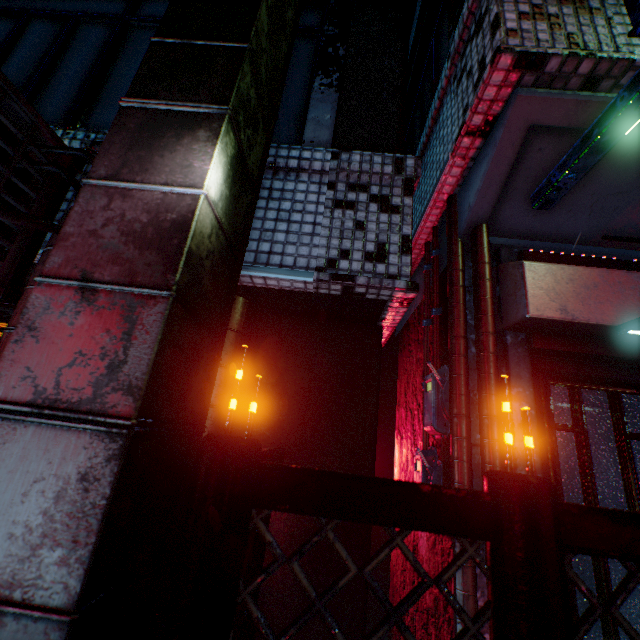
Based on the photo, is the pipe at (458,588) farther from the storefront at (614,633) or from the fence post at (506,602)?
the fence post at (506,602)

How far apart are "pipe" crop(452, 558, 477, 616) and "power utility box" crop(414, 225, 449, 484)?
0.1 meters

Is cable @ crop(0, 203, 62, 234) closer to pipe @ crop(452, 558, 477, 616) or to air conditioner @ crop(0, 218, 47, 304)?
air conditioner @ crop(0, 218, 47, 304)

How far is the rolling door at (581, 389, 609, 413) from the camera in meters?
1.6 m

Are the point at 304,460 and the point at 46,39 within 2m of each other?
no

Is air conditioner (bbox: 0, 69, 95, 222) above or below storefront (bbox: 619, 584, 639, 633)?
above

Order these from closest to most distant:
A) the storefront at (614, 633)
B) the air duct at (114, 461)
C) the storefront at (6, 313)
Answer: the air duct at (114, 461) → the storefront at (614, 633) → the storefront at (6, 313)

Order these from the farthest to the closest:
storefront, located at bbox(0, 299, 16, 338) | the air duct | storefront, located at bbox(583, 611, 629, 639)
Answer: storefront, located at bbox(0, 299, 16, 338)
storefront, located at bbox(583, 611, 629, 639)
the air duct
